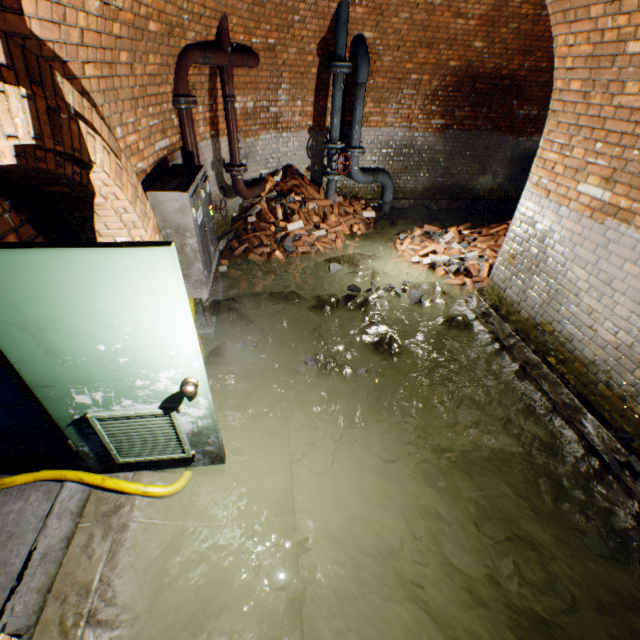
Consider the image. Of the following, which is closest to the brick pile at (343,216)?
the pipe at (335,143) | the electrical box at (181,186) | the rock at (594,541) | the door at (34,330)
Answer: the pipe at (335,143)

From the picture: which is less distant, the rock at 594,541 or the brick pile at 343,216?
the rock at 594,541

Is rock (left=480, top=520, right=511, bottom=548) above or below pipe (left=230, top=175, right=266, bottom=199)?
below

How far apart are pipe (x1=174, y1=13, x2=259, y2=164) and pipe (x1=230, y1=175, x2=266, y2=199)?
0.2 meters

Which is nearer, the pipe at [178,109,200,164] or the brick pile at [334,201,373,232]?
the pipe at [178,109,200,164]

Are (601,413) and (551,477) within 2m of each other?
yes

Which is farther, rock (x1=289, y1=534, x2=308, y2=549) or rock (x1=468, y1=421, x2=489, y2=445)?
rock (x1=468, y1=421, x2=489, y2=445)

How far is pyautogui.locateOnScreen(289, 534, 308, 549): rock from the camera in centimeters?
268cm
